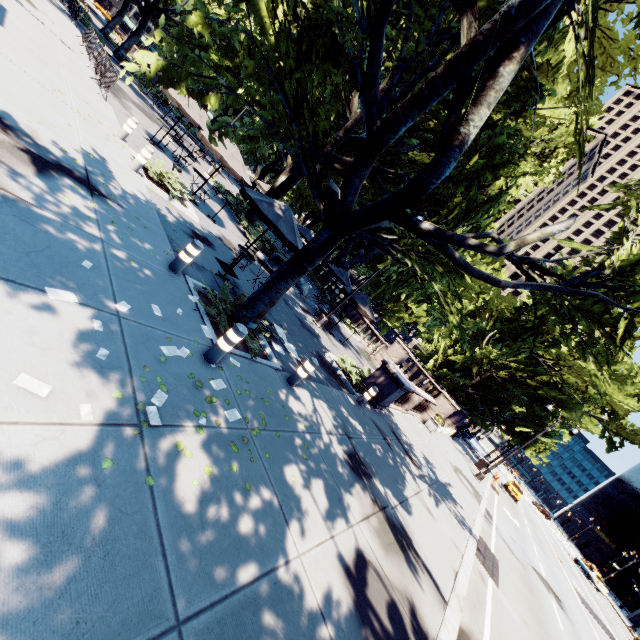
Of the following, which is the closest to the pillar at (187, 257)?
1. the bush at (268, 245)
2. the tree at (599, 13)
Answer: the tree at (599, 13)

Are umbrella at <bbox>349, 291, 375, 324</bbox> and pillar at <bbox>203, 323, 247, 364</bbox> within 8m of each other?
no

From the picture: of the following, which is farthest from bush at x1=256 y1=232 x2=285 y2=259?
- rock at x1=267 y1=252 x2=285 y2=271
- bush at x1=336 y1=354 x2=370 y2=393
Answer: bush at x1=336 y1=354 x2=370 y2=393

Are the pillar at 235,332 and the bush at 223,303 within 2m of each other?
yes

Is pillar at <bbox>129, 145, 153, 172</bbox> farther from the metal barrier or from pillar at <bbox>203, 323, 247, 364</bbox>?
the metal barrier

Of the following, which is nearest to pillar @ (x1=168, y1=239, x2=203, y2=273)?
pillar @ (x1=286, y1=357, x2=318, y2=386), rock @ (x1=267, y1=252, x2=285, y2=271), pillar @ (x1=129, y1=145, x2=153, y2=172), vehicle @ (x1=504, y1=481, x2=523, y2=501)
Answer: pillar @ (x1=286, y1=357, x2=318, y2=386)

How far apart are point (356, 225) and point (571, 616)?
23.0m

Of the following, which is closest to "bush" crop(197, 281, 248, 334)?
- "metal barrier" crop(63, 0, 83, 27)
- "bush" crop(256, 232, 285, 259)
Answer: "bush" crop(256, 232, 285, 259)
